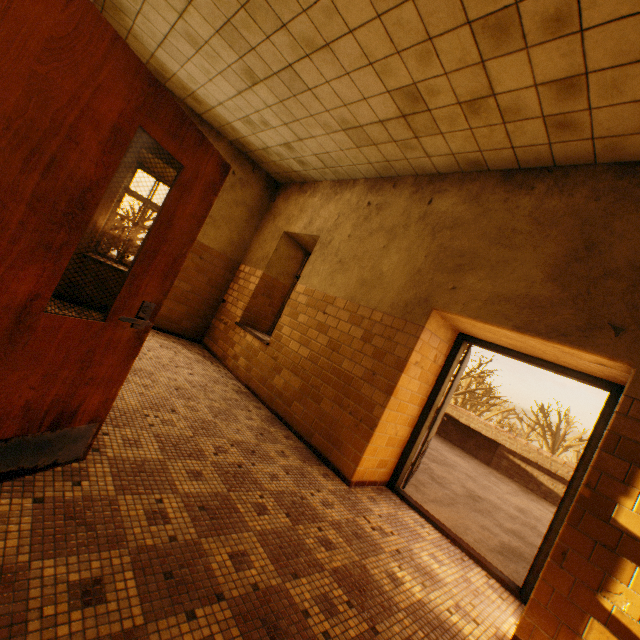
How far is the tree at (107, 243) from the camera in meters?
23.2 m

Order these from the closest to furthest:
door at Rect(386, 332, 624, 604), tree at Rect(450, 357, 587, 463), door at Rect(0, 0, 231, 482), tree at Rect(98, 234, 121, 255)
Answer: door at Rect(0, 0, 231, 482) → door at Rect(386, 332, 624, 604) → tree at Rect(450, 357, 587, 463) → tree at Rect(98, 234, 121, 255)

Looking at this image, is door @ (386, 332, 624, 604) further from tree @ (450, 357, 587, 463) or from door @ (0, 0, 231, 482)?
tree @ (450, 357, 587, 463)

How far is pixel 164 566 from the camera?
1.6m

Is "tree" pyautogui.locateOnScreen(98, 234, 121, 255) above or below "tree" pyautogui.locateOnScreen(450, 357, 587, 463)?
below

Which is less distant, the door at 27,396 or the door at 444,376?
the door at 27,396

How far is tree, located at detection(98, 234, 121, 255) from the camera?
23.20m
